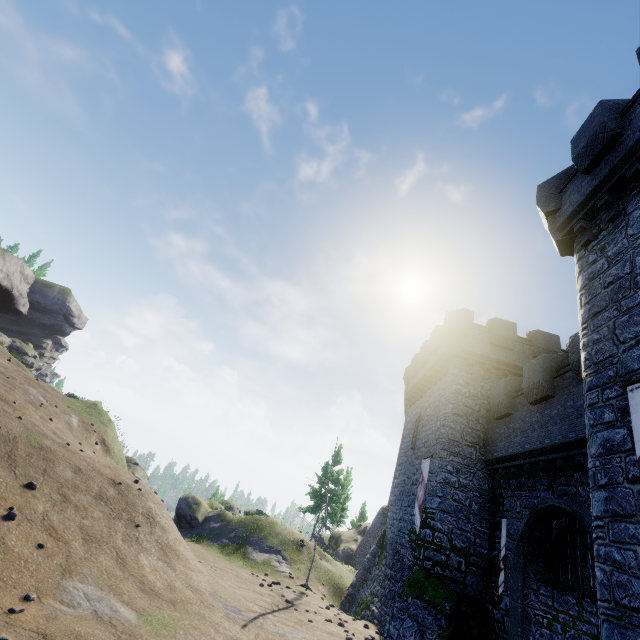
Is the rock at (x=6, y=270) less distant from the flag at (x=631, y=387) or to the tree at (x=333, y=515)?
the tree at (x=333, y=515)

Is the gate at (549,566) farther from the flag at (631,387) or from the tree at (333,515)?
the tree at (333,515)

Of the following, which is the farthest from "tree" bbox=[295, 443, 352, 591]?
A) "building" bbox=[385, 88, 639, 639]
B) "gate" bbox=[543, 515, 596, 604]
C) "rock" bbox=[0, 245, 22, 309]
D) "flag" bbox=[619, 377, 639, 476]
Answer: "rock" bbox=[0, 245, 22, 309]

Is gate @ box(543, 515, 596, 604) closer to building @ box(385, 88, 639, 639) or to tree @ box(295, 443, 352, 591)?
building @ box(385, 88, 639, 639)

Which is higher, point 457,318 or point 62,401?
point 457,318

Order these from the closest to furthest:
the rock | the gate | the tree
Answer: the gate < the tree < the rock

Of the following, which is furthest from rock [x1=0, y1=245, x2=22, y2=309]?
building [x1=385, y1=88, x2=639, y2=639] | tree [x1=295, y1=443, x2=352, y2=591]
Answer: building [x1=385, y1=88, x2=639, y2=639]
